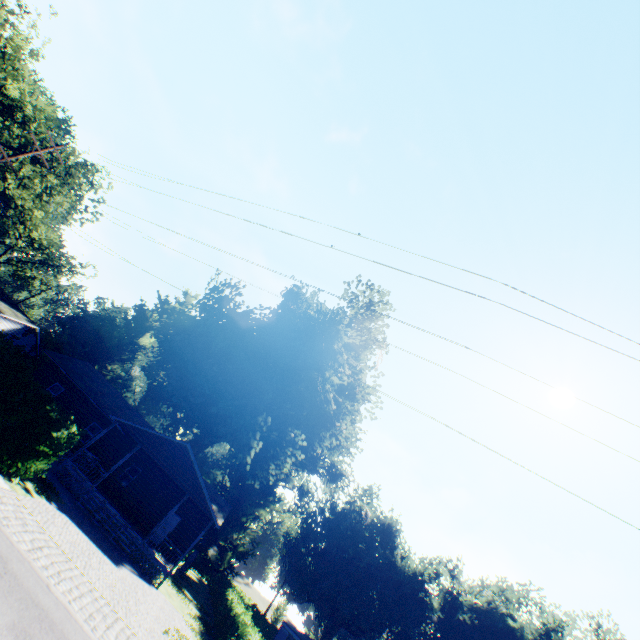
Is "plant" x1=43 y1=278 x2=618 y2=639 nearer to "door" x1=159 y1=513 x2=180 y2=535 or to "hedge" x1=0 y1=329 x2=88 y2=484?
"door" x1=159 y1=513 x2=180 y2=535

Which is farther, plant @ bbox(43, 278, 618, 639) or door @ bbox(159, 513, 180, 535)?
plant @ bbox(43, 278, 618, 639)

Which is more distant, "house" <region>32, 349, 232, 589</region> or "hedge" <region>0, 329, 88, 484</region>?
"house" <region>32, 349, 232, 589</region>

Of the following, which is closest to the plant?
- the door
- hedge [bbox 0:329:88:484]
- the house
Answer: the house

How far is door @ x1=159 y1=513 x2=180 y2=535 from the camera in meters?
25.0 m

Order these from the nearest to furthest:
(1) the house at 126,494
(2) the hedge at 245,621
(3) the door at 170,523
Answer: (2) the hedge at 245,621, (1) the house at 126,494, (3) the door at 170,523

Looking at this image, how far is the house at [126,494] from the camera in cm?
2061

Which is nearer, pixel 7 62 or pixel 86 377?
pixel 86 377
